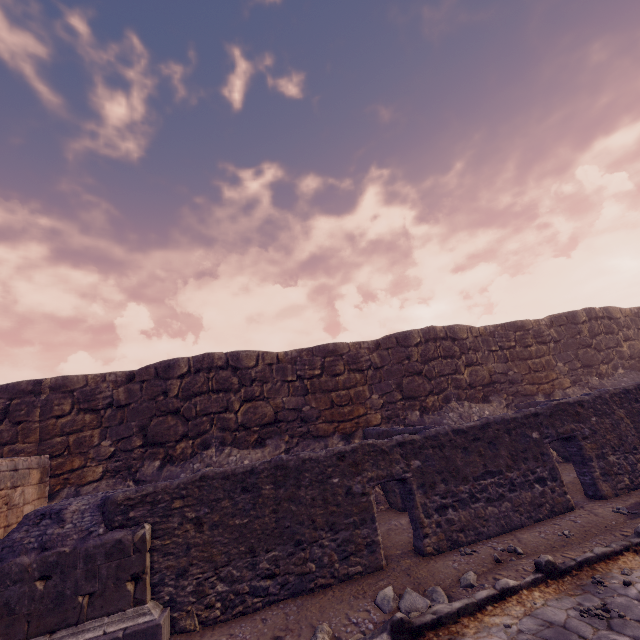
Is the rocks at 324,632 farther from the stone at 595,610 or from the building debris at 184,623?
the stone at 595,610

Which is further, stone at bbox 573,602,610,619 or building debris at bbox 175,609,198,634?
building debris at bbox 175,609,198,634

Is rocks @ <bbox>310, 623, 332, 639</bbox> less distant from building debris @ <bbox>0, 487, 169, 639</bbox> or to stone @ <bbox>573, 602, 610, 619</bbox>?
building debris @ <bbox>0, 487, 169, 639</bbox>

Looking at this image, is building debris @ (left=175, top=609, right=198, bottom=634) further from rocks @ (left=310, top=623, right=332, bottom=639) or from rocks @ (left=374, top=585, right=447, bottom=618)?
rocks @ (left=374, top=585, right=447, bottom=618)

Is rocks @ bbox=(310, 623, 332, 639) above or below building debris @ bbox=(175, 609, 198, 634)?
below

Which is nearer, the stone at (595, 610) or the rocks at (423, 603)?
the stone at (595, 610)

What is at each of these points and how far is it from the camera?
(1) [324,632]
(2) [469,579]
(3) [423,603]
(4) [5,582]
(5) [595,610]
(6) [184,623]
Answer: (1) rocks, 3.9m
(2) rocks, 4.4m
(3) rocks, 4.1m
(4) building debris, 4.1m
(5) stone, 3.5m
(6) building debris, 4.4m

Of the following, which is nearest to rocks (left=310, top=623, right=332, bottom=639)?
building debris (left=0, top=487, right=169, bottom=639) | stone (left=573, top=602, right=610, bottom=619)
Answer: building debris (left=0, top=487, right=169, bottom=639)
